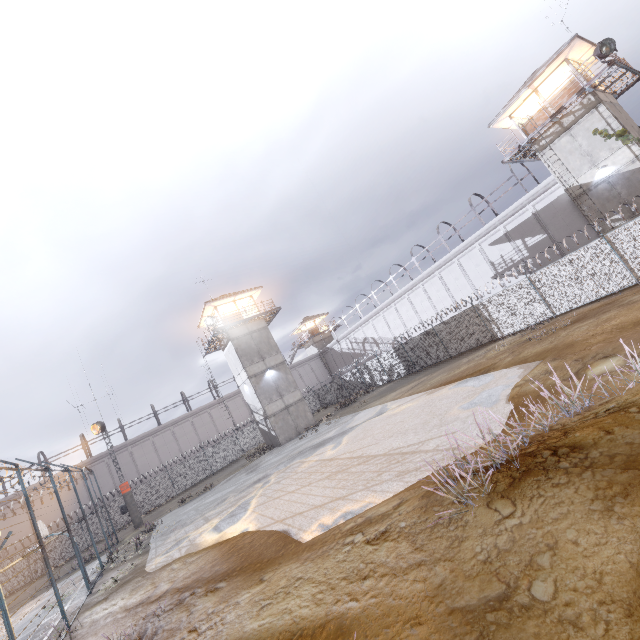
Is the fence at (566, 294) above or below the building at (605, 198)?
below

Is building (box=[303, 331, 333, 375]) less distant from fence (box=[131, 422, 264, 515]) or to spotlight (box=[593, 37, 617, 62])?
fence (box=[131, 422, 264, 515])

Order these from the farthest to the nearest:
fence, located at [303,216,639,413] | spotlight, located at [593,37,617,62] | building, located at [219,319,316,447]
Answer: building, located at [219,319,316,447] → spotlight, located at [593,37,617,62] → fence, located at [303,216,639,413]

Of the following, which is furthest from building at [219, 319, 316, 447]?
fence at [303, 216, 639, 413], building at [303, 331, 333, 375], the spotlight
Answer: the spotlight

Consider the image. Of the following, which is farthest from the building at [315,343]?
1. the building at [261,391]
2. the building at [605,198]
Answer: the building at [605,198]

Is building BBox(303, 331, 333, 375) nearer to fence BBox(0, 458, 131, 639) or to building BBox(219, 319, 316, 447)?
fence BBox(0, 458, 131, 639)

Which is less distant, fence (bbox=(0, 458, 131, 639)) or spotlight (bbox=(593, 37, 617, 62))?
fence (bbox=(0, 458, 131, 639))

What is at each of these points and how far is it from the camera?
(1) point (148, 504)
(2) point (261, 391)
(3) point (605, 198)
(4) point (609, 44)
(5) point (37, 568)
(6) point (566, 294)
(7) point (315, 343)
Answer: (1) fence, 32.7m
(2) building, 29.6m
(3) building, 20.8m
(4) spotlight, 17.9m
(5) fence, 27.8m
(6) fence, 17.9m
(7) building, 55.8m
